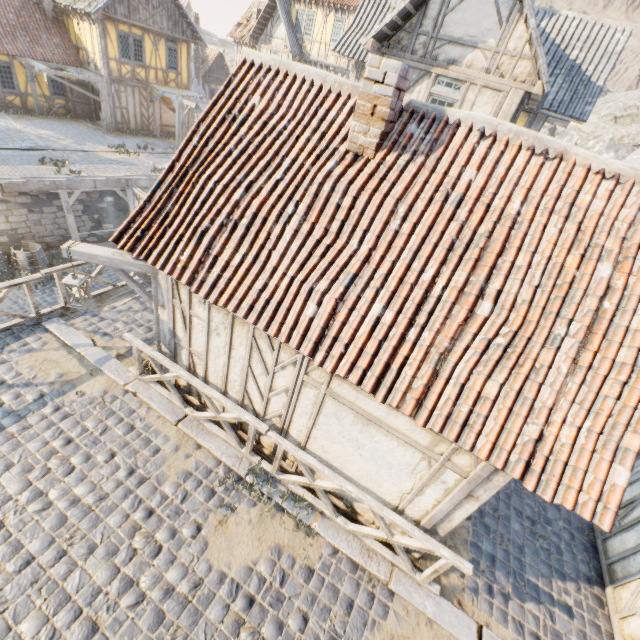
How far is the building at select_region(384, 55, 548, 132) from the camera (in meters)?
8.66

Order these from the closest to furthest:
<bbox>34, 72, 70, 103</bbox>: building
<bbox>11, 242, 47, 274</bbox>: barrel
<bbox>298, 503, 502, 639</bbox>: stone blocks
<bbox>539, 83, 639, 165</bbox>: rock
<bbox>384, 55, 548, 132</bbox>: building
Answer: <bbox>298, 503, 502, 639</bbox>: stone blocks → <bbox>384, 55, 548, 132</bbox>: building → <bbox>11, 242, 47, 274</bbox>: barrel → <bbox>34, 72, 70, 103</bbox>: building → <bbox>539, 83, 639, 165</bbox>: rock

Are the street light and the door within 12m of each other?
no

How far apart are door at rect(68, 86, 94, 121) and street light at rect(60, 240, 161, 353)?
23.5m

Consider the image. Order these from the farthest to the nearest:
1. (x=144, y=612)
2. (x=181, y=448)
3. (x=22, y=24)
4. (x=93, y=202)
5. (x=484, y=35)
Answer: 1. (x=22, y=24)
2. (x=93, y=202)
3. (x=484, y=35)
4. (x=181, y=448)
5. (x=144, y=612)

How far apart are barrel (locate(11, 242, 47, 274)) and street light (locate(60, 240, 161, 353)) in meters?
10.3 m

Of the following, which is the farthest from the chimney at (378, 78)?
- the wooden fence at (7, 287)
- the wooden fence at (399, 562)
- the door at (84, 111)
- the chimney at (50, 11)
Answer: the chimney at (50, 11)

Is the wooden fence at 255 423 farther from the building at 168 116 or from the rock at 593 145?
the building at 168 116
